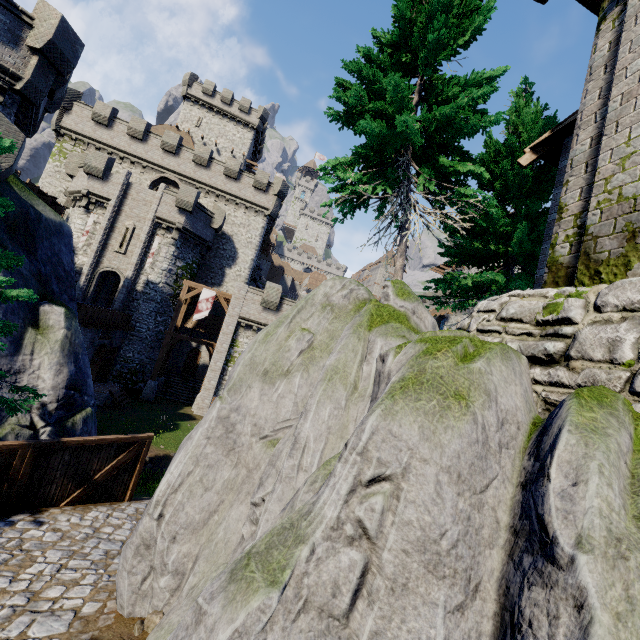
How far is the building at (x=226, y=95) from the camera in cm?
4328

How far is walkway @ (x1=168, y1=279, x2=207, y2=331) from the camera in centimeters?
2553cm

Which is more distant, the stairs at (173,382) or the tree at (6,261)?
the stairs at (173,382)

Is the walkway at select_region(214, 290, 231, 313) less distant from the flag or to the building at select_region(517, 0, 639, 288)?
the flag

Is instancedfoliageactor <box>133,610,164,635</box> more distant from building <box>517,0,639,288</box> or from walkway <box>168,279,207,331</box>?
walkway <box>168,279,207,331</box>

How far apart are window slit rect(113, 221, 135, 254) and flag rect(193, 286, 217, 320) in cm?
673

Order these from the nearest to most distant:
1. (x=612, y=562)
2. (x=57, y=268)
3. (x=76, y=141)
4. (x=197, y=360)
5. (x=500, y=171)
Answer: (x=612, y=562) → (x=500, y=171) → (x=57, y=268) → (x=76, y=141) → (x=197, y=360)

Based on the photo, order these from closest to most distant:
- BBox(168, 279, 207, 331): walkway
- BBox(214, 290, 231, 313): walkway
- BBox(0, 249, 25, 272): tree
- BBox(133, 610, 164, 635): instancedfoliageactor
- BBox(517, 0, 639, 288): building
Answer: BBox(517, 0, 639, 288): building < BBox(133, 610, 164, 635): instancedfoliageactor < BBox(0, 249, 25, 272): tree < BBox(168, 279, 207, 331): walkway < BBox(214, 290, 231, 313): walkway
